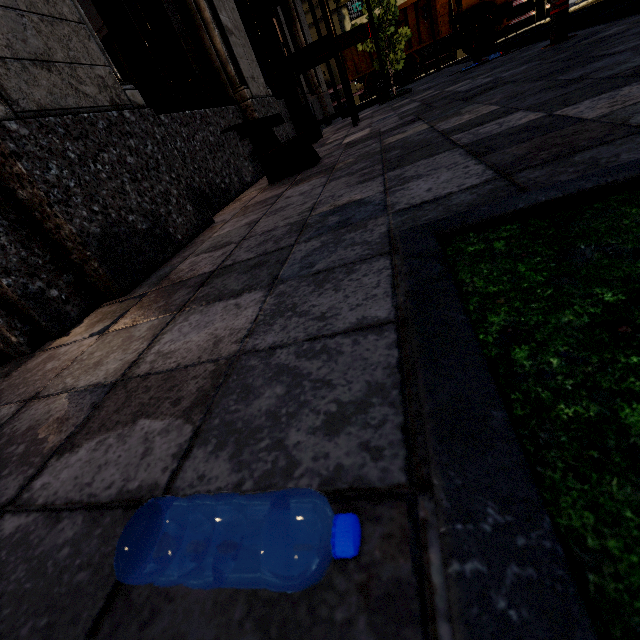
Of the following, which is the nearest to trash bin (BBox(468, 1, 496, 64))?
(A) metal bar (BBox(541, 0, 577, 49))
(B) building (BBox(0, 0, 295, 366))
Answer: (A) metal bar (BBox(541, 0, 577, 49))

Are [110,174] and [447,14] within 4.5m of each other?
no

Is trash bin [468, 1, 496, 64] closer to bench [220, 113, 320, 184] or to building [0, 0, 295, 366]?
building [0, 0, 295, 366]

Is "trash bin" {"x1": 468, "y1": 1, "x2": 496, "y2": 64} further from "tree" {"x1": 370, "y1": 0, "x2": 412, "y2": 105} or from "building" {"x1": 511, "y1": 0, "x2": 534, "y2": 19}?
"building" {"x1": 511, "y1": 0, "x2": 534, "y2": 19}

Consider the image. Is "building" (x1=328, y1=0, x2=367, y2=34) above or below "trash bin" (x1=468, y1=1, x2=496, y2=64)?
above

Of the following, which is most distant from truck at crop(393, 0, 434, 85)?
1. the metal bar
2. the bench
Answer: the bench

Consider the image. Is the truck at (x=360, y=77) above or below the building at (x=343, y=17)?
below

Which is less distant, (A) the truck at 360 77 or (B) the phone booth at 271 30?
(B) the phone booth at 271 30
